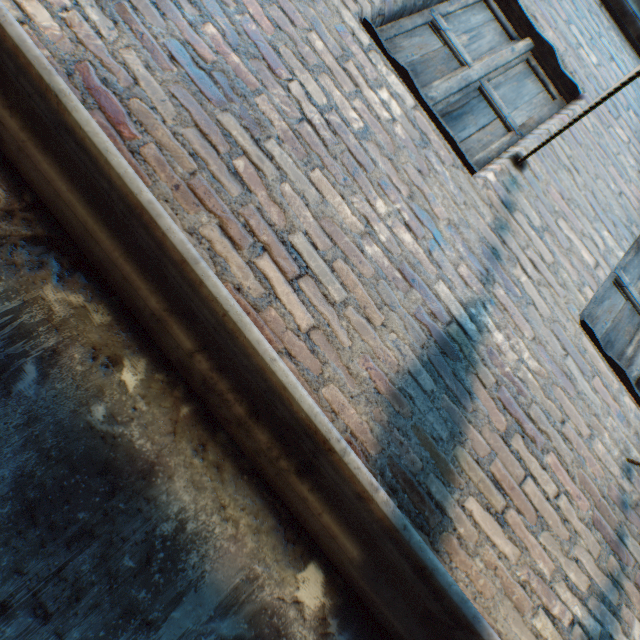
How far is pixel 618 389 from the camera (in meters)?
1.75
